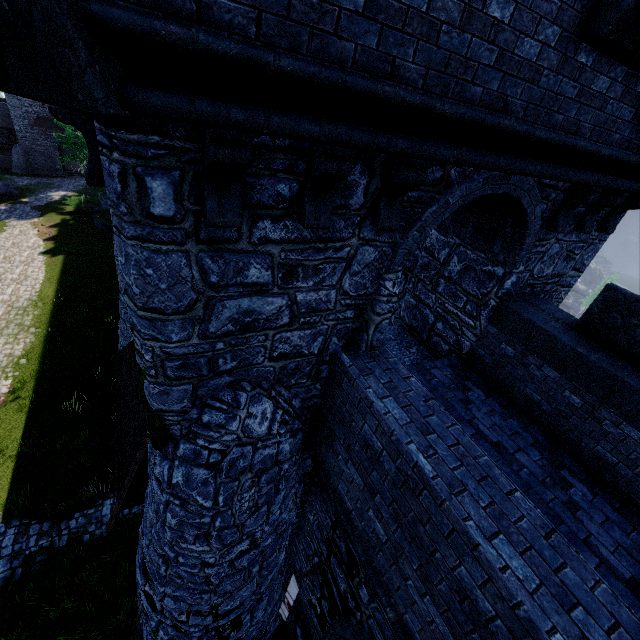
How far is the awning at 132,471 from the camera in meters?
7.9 m

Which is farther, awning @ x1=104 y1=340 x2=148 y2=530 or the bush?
the bush

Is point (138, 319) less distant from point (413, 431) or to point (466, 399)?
point (413, 431)

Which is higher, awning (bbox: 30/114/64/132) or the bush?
awning (bbox: 30/114/64/132)

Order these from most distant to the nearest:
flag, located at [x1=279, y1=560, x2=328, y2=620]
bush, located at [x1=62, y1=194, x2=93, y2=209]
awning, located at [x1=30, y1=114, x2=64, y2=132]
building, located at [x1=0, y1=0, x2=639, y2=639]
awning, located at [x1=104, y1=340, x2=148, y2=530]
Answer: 1. awning, located at [x1=30, y1=114, x2=64, y2=132]
2. bush, located at [x1=62, y1=194, x2=93, y2=209]
3. awning, located at [x1=104, y1=340, x2=148, y2=530]
4. flag, located at [x1=279, y1=560, x2=328, y2=620]
5. building, located at [x1=0, y1=0, x2=639, y2=639]

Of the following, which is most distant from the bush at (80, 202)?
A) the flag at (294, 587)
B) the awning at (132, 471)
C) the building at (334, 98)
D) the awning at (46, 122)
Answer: the flag at (294, 587)

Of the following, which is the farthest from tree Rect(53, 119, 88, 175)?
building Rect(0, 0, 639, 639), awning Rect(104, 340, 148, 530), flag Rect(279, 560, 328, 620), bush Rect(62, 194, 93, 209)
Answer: flag Rect(279, 560, 328, 620)

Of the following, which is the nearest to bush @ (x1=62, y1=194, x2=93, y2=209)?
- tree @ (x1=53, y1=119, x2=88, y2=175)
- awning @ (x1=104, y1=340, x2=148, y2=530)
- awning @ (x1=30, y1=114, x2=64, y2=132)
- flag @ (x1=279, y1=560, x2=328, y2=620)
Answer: tree @ (x1=53, y1=119, x2=88, y2=175)
